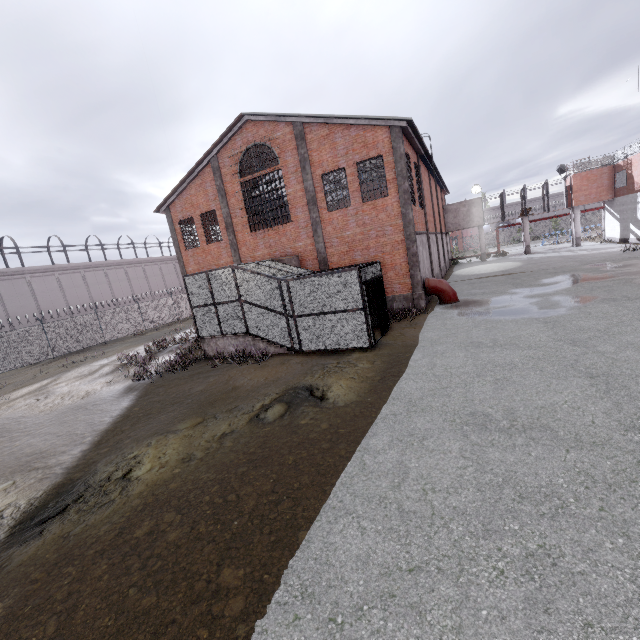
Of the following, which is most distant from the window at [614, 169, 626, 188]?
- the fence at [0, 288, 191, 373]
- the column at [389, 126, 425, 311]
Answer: the column at [389, 126, 425, 311]

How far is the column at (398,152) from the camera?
15.3m

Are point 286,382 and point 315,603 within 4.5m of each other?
no

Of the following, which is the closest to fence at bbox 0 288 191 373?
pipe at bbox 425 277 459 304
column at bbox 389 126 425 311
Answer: column at bbox 389 126 425 311

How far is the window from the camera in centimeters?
2812cm

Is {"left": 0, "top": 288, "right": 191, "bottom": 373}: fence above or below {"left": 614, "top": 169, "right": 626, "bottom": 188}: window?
below

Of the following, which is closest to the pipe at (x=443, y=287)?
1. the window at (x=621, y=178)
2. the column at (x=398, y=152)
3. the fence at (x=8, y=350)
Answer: the column at (x=398, y=152)

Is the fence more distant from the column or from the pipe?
the pipe
